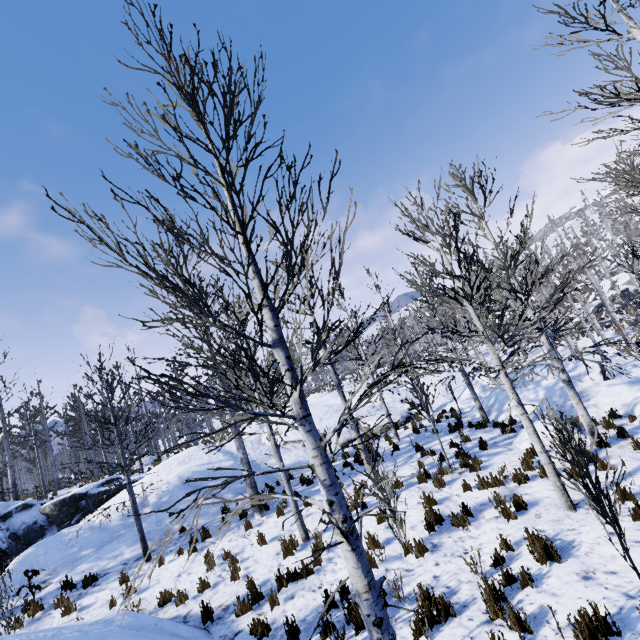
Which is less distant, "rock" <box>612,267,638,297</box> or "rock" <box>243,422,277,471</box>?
"rock" <box>243,422,277,471</box>

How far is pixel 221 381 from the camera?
11.82m

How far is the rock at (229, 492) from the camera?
12.9 meters

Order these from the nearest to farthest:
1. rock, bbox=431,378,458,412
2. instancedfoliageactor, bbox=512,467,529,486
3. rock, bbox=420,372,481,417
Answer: instancedfoliageactor, bbox=512,467,529,486, rock, bbox=420,372,481,417, rock, bbox=431,378,458,412

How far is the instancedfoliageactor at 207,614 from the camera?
6.6 meters

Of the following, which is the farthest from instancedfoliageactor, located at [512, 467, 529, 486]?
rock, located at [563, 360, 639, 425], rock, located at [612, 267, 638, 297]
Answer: rock, located at [612, 267, 638, 297]

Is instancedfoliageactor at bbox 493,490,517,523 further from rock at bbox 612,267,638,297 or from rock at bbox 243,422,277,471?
rock at bbox 612,267,638,297
